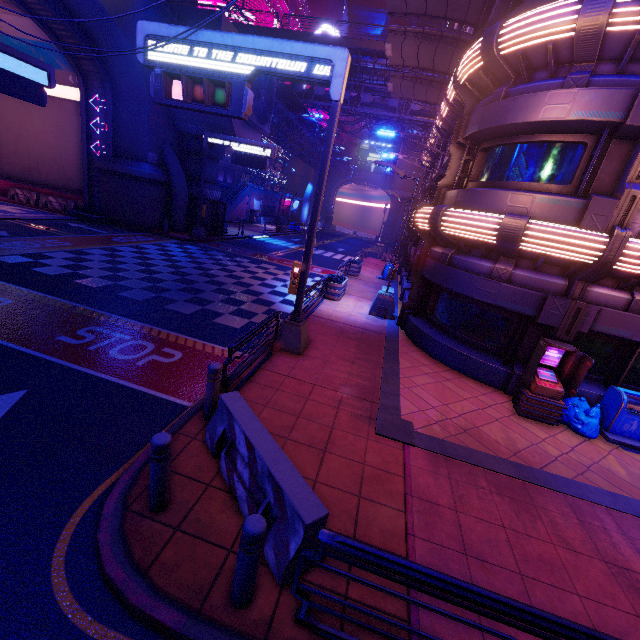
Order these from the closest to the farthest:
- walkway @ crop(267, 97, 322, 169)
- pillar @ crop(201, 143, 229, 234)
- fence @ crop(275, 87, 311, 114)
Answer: pillar @ crop(201, 143, 229, 234) → fence @ crop(275, 87, 311, 114) → walkway @ crop(267, 97, 322, 169)

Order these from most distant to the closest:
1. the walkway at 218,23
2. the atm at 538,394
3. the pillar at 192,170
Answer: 1. the pillar at 192,170
2. the walkway at 218,23
3. the atm at 538,394

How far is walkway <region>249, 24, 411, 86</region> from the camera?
29.64m

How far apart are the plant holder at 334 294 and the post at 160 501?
11.6 meters

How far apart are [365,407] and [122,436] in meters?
4.7

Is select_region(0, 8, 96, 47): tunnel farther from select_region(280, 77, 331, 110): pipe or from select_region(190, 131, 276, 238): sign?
select_region(280, 77, 331, 110): pipe

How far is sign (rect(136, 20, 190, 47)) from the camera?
7.60m

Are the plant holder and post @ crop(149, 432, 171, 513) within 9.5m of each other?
no
